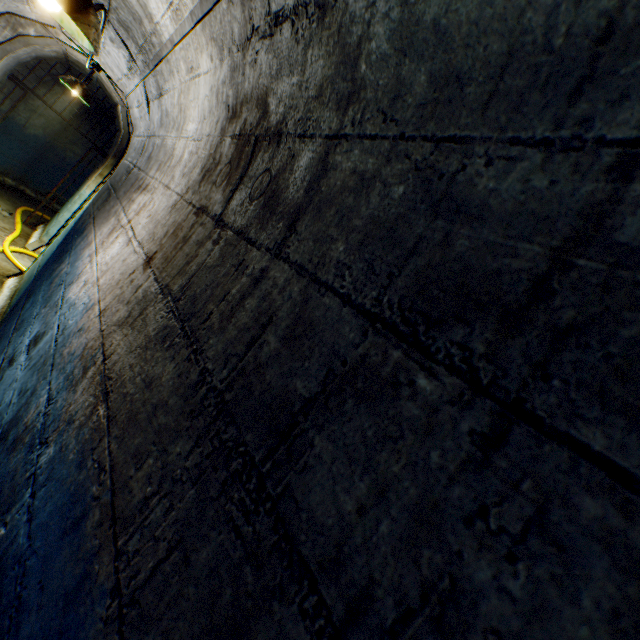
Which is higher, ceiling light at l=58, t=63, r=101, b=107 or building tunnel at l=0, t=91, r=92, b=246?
ceiling light at l=58, t=63, r=101, b=107

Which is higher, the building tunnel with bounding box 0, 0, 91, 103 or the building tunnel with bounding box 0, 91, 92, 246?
the building tunnel with bounding box 0, 0, 91, 103

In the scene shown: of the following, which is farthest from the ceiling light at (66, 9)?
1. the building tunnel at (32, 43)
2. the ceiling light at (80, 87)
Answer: the ceiling light at (80, 87)

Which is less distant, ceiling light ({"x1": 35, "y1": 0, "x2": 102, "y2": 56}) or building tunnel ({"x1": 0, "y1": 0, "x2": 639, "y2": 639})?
building tunnel ({"x1": 0, "y1": 0, "x2": 639, "y2": 639})

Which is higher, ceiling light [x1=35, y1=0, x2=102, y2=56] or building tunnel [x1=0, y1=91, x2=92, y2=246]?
ceiling light [x1=35, y1=0, x2=102, y2=56]

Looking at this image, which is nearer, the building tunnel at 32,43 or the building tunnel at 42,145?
the building tunnel at 32,43

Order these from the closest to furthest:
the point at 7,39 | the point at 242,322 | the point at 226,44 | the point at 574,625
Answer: the point at 574,625
the point at 242,322
the point at 226,44
the point at 7,39

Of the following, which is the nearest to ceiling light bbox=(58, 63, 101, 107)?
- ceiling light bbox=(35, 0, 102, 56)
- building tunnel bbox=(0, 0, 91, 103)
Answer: building tunnel bbox=(0, 0, 91, 103)
